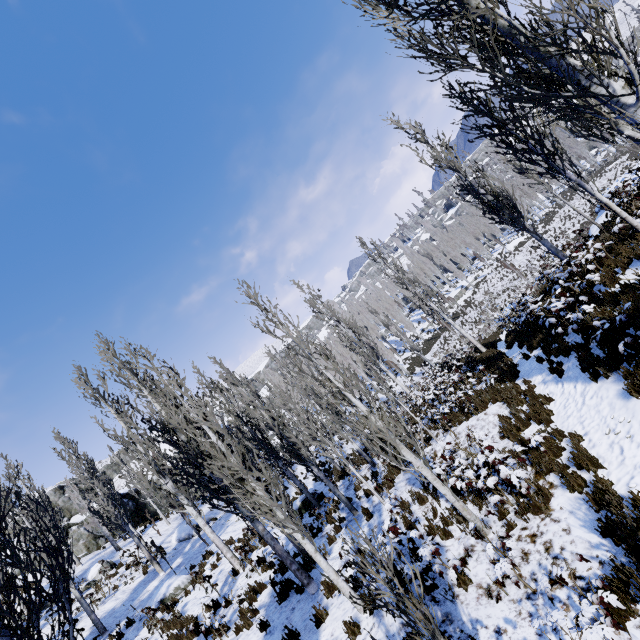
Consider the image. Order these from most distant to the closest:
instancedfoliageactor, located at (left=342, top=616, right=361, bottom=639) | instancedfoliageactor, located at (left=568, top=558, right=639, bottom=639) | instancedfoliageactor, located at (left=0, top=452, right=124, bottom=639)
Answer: instancedfoliageactor, located at (left=342, top=616, right=361, bottom=639)
instancedfoliageactor, located at (left=0, top=452, right=124, bottom=639)
instancedfoliageactor, located at (left=568, top=558, right=639, bottom=639)

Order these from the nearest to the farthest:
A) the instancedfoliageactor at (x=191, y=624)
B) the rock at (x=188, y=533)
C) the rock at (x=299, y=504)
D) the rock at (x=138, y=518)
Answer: the instancedfoliageactor at (x=191, y=624) < the rock at (x=299, y=504) < the rock at (x=188, y=533) < the rock at (x=138, y=518)

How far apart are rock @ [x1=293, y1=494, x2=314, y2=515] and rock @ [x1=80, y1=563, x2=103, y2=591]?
13.9m

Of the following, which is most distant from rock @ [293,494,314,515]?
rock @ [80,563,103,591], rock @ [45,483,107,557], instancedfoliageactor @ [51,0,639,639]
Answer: rock @ [45,483,107,557]

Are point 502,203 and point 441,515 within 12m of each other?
yes

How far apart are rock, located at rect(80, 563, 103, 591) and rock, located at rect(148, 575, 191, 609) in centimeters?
874cm

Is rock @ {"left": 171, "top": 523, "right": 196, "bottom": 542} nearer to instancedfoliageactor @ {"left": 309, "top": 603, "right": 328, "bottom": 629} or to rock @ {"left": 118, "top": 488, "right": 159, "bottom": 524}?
instancedfoliageactor @ {"left": 309, "top": 603, "right": 328, "bottom": 629}

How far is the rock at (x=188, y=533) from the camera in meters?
21.6
